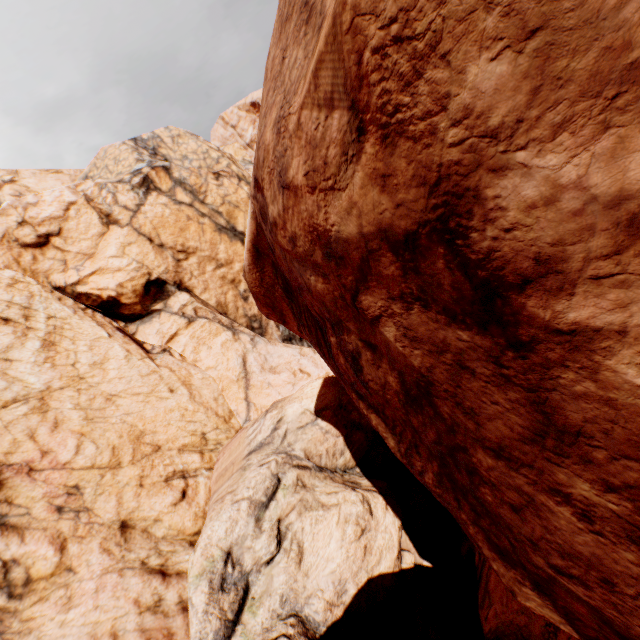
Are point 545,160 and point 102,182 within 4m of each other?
no
